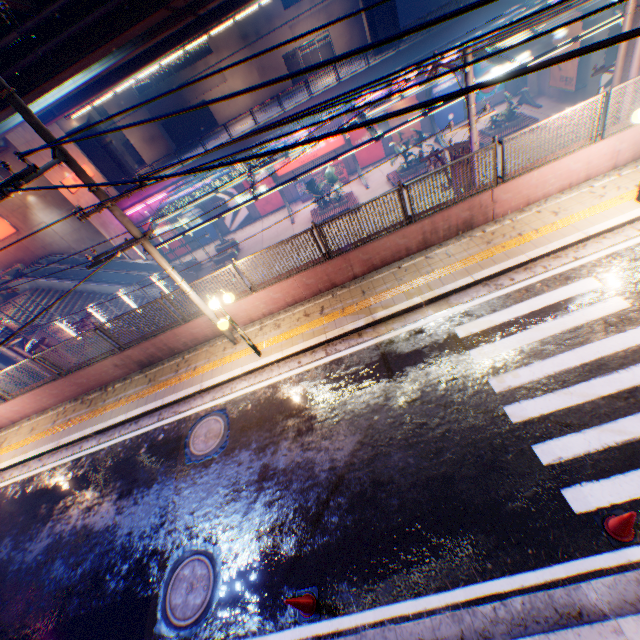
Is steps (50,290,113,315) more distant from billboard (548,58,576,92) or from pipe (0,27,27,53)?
billboard (548,58,576,92)

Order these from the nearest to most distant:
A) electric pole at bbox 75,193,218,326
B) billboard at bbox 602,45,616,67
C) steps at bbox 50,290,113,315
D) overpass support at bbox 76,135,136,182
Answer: electric pole at bbox 75,193,218,326, billboard at bbox 602,45,616,67, steps at bbox 50,290,113,315, overpass support at bbox 76,135,136,182

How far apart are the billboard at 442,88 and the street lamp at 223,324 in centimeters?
2827cm

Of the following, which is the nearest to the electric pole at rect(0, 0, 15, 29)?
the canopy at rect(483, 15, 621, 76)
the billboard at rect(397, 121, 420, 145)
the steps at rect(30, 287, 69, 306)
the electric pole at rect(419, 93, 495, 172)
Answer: the electric pole at rect(419, 93, 495, 172)

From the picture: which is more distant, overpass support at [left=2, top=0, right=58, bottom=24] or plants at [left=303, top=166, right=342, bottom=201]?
plants at [left=303, top=166, right=342, bottom=201]

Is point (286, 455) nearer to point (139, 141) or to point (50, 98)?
point (50, 98)

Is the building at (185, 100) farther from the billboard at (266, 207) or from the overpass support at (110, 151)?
the billboard at (266, 207)

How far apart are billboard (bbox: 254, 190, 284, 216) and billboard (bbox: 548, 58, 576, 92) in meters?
22.7 m
